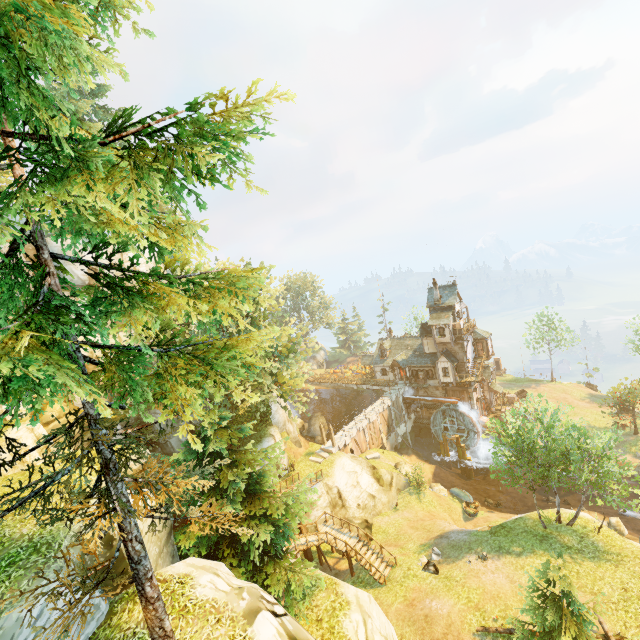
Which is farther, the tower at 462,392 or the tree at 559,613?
the tower at 462,392

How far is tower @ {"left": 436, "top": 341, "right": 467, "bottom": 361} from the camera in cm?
4336

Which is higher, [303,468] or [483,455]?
[303,468]

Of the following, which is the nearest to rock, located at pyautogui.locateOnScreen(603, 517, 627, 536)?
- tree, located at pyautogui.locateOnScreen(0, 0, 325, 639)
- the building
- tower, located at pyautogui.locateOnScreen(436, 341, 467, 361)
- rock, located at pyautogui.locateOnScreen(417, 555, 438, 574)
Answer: tree, located at pyautogui.locateOnScreen(0, 0, 325, 639)

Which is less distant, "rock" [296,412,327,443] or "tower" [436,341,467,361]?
"tower" [436,341,467,361]

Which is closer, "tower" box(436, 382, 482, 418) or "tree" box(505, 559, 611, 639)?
"tree" box(505, 559, 611, 639)

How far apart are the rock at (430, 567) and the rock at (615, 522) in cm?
1758

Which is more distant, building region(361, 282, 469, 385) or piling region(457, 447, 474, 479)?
building region(361, 282, 469, 385)
